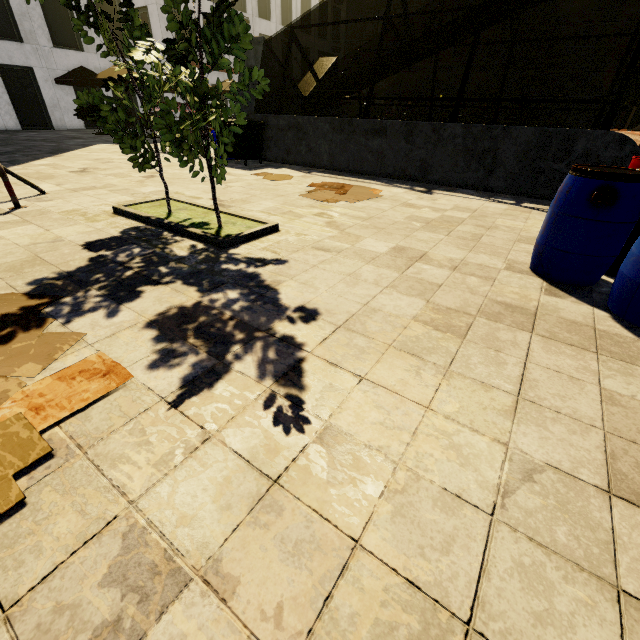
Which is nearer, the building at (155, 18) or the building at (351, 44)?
the building at (155, 18)

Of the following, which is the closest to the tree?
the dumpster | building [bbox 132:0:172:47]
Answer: the dumpster

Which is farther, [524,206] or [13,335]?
[524,206]

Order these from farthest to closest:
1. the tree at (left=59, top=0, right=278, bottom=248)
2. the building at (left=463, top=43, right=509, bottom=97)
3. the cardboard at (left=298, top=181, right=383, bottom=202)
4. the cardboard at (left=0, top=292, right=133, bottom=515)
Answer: the building at (left=463, top=43, right=509, bottom=97) → the cardboard at (left=298, top=181, right=383, bottom=202) → the tree at (left=59, top=0, right=278, bottom=248) → the cardboard at (left=0, top=292, right=133, bottom=515)

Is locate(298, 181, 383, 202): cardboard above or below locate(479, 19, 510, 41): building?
below

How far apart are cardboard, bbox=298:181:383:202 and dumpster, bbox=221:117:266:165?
3.2m

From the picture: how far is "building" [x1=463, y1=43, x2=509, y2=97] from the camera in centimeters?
3559cm

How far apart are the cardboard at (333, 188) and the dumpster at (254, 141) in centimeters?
320cm
